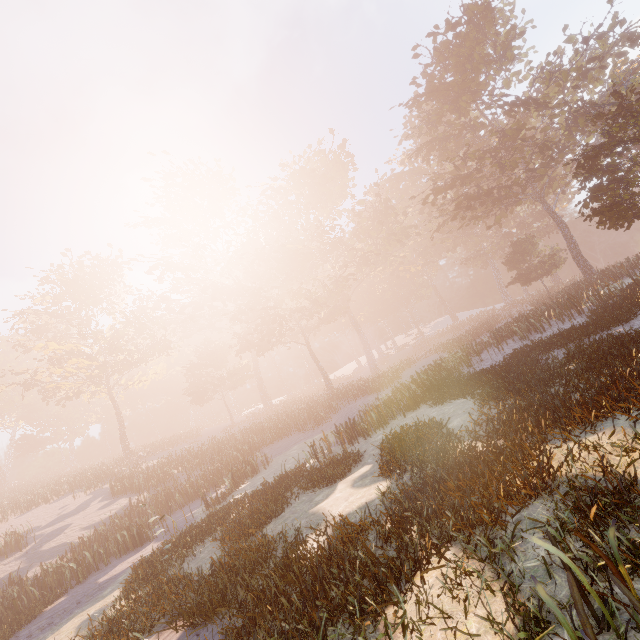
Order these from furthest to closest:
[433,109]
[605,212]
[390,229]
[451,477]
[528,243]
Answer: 1. [390,229]
2. [528,243]
3. [433,109]
4. [605,212]
5. [451,477]
